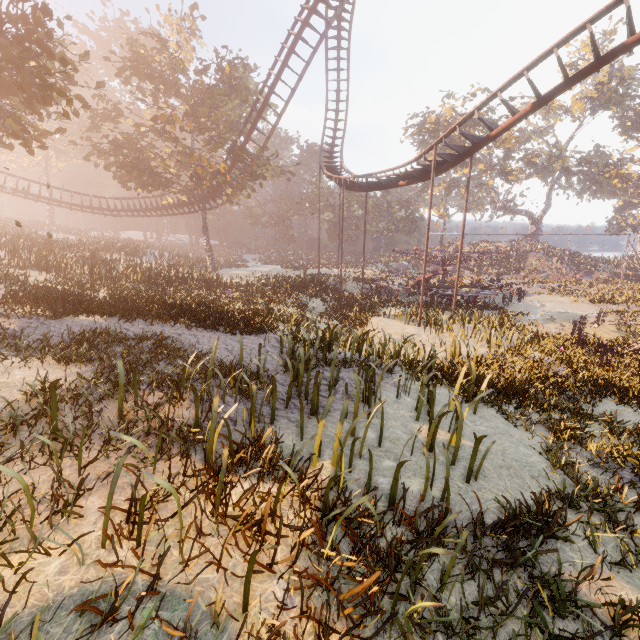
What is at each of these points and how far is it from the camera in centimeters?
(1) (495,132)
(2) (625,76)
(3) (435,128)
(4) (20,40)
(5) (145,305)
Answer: (1) roller coaster, 1377cm
(2) tree, 4578cm
(3) tree, 4922cm
(4) tree, 1005cm
(5) instancedfoliageactor, 1179cm

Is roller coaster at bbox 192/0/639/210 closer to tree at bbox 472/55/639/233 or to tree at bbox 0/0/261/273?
tree at bbox 0/0/261/273

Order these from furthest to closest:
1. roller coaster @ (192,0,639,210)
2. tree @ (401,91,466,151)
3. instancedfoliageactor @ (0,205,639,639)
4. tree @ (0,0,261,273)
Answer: tree @ (401,91,466,151) < roller coaster @ (192,0,639,210) < tree @ (0,0,261,273) < instancedfoliageactor @ (0,205,639,639)

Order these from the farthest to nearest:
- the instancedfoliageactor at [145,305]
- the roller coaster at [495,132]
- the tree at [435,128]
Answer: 1. the tree at [435,128]
2. the roller coaster at [495,132]
3. the instancedfoliageactor at [145,305]

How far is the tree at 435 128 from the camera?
45.38m

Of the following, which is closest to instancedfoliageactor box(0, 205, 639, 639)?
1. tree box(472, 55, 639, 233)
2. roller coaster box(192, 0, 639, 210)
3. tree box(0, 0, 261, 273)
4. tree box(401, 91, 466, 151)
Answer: roller coaster box(192, 0, 639, 210)

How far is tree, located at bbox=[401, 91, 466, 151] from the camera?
45.4m

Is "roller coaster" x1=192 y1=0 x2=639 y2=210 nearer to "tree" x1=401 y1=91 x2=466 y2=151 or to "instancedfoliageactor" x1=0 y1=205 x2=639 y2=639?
"instancedfoliageactor" x1=0 y1=205 x2=639 y2=639
